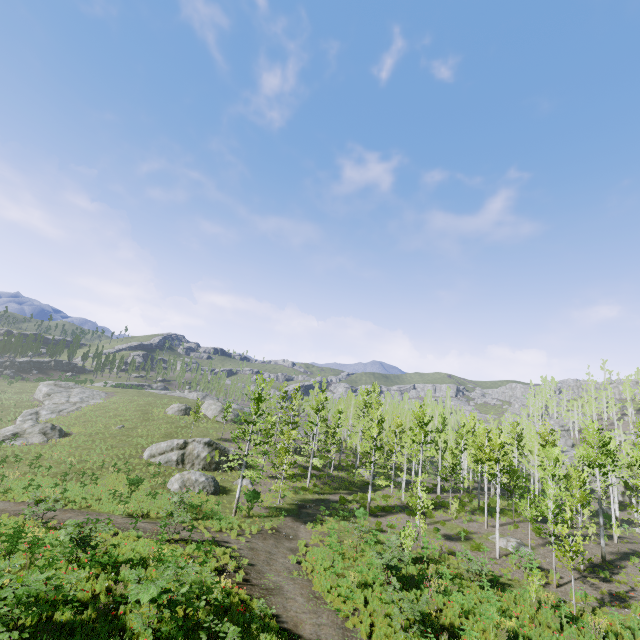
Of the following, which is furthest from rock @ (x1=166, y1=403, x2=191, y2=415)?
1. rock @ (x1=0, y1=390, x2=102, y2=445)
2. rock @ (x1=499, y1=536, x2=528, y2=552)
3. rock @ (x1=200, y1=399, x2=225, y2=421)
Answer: rock @ (x1=0, y1=390, x2=102, y2=445)

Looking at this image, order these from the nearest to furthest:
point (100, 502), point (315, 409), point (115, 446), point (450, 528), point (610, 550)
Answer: point (100, 502)
point (610, 550)
point (450, 528)
point (115, 446)
point (315, 409)

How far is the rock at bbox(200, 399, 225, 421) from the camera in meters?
53.5 m

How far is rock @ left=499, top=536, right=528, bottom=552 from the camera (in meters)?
23.63

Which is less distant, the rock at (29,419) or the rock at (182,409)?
the rock at (29,419)

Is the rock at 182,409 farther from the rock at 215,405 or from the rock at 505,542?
the rock at 505,542

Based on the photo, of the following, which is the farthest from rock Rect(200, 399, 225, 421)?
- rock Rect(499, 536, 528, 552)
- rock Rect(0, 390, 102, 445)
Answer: rock Rect(0, 390, 102, 445)

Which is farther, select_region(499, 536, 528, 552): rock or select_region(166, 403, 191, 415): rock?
select_region(166, 403, 191, 415): rock
